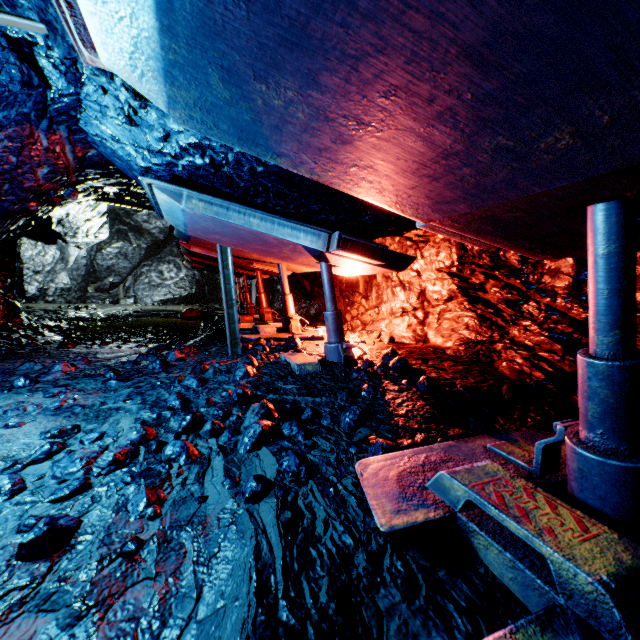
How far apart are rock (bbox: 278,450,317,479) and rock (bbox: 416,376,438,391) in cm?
170

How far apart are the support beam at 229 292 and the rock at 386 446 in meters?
3.2

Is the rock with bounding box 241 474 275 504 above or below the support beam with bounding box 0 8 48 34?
below

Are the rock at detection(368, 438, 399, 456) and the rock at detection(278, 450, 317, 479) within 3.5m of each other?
yes

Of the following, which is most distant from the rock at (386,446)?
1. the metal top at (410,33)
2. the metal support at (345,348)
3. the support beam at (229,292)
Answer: Result: the support beam at (229,292)

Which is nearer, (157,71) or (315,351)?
(157,71)

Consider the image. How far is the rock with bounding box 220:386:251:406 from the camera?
3.2m

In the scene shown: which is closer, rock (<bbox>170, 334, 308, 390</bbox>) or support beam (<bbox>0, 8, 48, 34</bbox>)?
support beam (<bbox>0, 8, 48, 34</bbox>)
